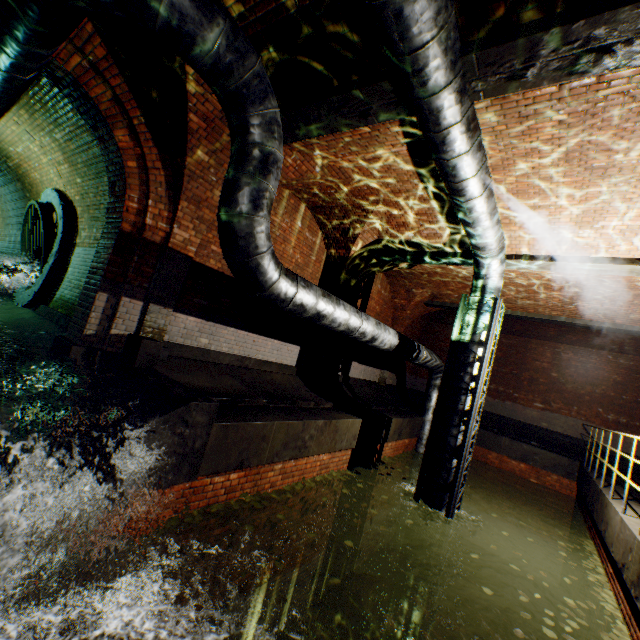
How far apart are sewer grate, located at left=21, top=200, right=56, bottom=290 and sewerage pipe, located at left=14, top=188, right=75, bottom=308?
0.0 meters

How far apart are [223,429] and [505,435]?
12.9m

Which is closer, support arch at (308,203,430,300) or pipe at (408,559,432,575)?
pipe at (408,559,432,575)

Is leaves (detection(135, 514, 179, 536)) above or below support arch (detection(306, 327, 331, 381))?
below

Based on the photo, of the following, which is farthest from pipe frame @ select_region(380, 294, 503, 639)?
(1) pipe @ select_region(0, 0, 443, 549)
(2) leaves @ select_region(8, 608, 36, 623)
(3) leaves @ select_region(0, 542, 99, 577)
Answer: (2) leaves @ select_region(8, 608, 36, 623)

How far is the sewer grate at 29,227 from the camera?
8.23m

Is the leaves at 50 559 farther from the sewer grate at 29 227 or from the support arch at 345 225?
the sewer grate at 29 227

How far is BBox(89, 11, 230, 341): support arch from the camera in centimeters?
432cm
